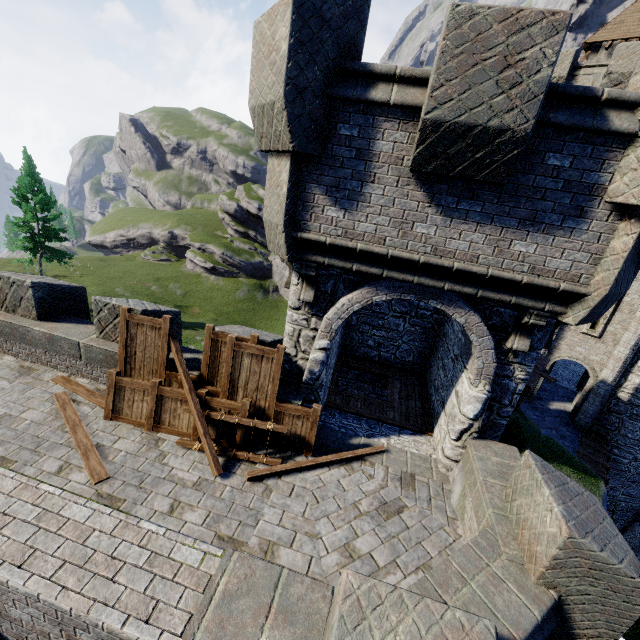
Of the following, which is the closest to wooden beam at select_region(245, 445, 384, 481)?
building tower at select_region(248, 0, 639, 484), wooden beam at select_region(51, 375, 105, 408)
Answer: building tower at select_region(248, 0, 639, 484)

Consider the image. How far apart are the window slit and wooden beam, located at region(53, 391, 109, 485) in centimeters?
1947cm

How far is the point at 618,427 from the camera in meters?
15.7 m

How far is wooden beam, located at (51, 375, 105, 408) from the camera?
7.16m

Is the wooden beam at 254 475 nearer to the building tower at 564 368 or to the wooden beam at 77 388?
the wooden beam at 77 388

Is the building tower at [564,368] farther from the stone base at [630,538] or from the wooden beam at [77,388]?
the wooden beam at [77,388]

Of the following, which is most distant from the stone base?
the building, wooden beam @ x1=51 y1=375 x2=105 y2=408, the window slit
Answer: wooden beam @ x1=51 y1=375 x2=105 y2=408

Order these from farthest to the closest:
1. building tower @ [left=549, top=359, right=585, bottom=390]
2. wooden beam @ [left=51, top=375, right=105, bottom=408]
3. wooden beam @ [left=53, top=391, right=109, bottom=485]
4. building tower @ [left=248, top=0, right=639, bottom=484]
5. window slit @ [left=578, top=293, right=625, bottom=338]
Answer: building tower @ [left=549, top=359, right=585, bottom=390] < window slit @ [left=578, top=293, right=625, bottom=338] < wooden beam @ [left=51, top=375, right=105, bottom=408] < wooden beam @ [left=53, top=391, right=109, bottom=485] < building tower @ [left=248, top=0, right=639, bottom=484]
